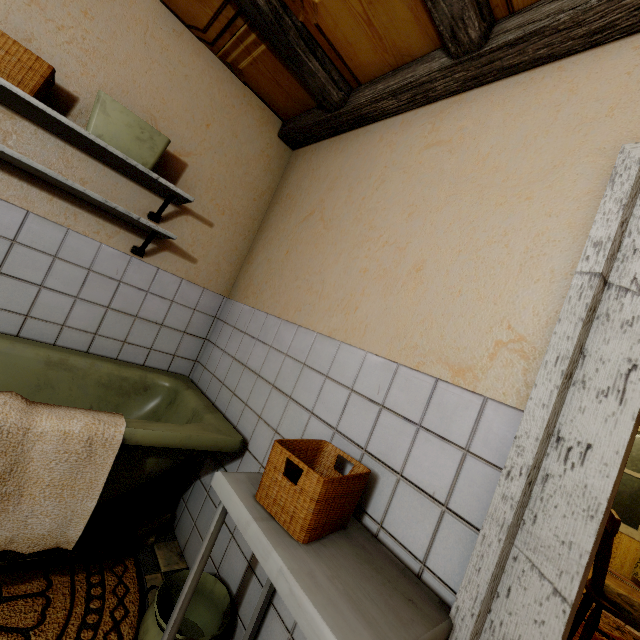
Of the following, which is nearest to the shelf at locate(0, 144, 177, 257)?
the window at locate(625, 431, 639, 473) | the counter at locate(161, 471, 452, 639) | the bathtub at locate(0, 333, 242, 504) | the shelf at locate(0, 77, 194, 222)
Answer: the shelf at locate(0, 77, 194, 222)

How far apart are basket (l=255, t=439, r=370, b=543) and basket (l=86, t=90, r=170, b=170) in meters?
1.7 m

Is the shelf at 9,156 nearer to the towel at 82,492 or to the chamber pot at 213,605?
the towel at 82,492

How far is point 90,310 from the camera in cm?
202

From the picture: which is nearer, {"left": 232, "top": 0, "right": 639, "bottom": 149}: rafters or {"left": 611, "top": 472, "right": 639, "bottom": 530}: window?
{"left": 232, "top": 0, "right": 639, "bottom": 149}: rafters

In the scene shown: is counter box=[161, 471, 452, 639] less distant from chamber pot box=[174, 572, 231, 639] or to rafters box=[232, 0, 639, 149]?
chamber pot box=[174, 572, 231, 639]

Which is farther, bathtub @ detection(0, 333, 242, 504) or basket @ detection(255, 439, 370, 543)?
bathtub @ detection(0, 333, 242, 504)

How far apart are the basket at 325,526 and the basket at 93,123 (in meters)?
1.67
